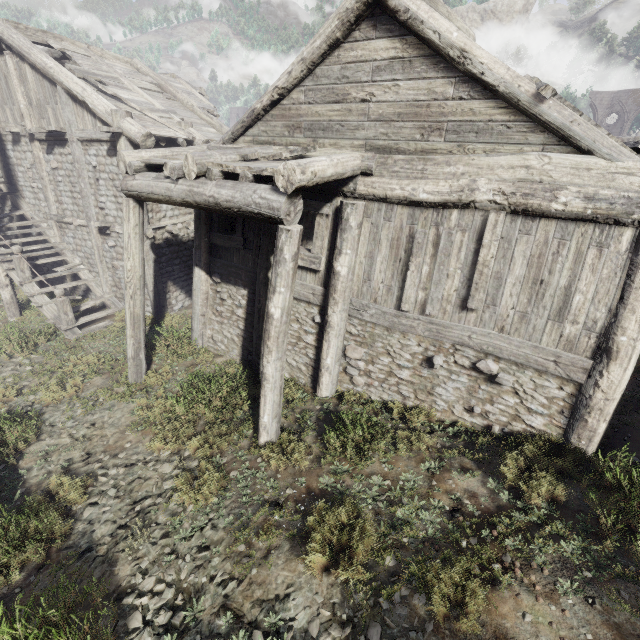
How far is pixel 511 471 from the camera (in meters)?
4.98
